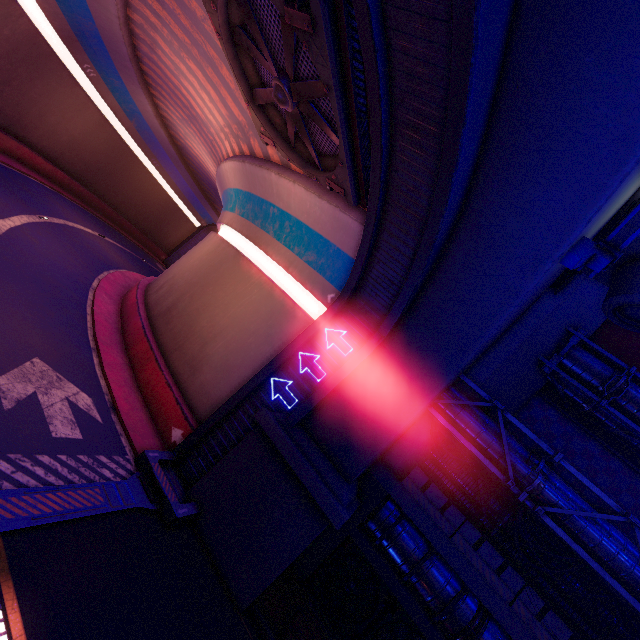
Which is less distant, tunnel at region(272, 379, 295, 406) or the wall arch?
the wall arch

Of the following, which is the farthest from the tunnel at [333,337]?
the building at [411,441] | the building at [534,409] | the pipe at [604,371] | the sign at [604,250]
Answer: the pipe at [604,371]

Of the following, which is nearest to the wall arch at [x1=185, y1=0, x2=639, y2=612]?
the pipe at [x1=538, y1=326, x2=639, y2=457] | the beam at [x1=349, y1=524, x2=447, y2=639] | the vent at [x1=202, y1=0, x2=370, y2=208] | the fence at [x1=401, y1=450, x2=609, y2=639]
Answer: the beam at [x1=349, y1=524, x2=447, y2=639]

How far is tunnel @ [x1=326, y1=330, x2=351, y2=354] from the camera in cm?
1226

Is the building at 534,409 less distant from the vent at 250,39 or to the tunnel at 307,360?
the tunnel at 307,360

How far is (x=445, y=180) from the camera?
7.12m

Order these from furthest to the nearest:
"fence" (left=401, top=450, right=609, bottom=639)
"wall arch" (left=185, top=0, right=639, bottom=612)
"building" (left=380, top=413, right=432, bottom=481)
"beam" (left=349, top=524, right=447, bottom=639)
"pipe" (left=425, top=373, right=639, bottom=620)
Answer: "building" (left=380, top=413, right=432, bottom=481) < "beam" (left=349, top=524, right=447, bottom=639) < "fence" (left=401, top=450, right=609, bottom=639) < "pipe" (left=425, top=373, right=639, bottom=620) < "wall arch" (left=185, top=0, right=639, bottom=612)
